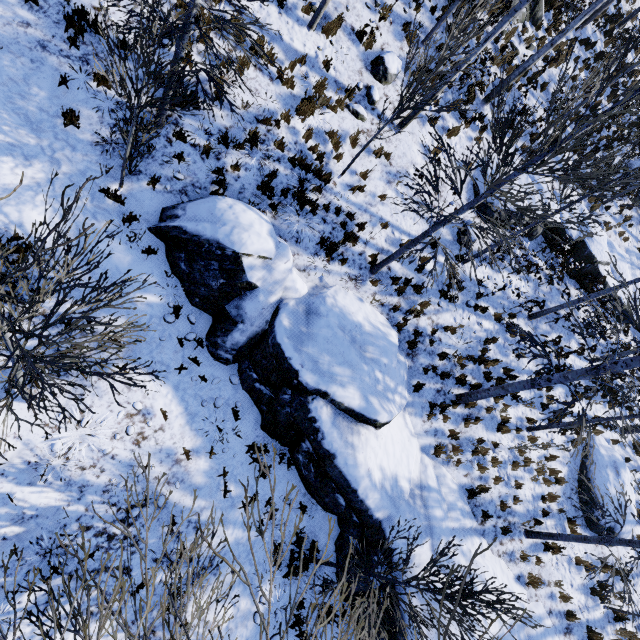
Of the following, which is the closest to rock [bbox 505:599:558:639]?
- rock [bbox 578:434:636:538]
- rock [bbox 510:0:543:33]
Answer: rock [bbox 578:434:636:538]

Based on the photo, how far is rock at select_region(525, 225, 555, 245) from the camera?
12.91m

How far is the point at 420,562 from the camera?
7.55m

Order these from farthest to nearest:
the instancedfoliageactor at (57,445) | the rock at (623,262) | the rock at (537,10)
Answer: the rock at (623,262) < the rock at (537,10) < the instancedfoliageactor at (57,445)

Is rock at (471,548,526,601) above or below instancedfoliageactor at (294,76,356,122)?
below

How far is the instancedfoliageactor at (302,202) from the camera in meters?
8.6 m

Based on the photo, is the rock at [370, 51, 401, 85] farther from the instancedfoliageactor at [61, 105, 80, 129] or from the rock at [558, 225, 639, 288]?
the instancedfoliageactor at [61, 105, 80, 129]

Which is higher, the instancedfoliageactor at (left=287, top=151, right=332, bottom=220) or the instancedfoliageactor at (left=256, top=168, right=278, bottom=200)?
the instancedfoliageactor at (left=287, top=151, right=332, bottom=220)
